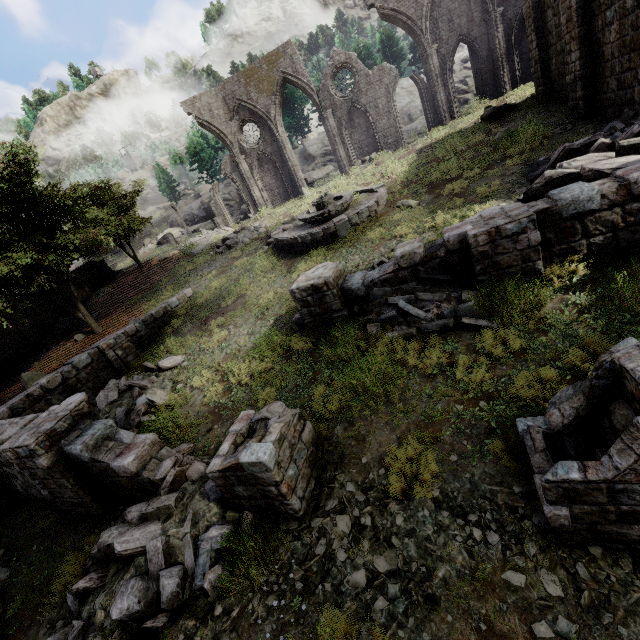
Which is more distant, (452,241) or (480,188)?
(480,188)

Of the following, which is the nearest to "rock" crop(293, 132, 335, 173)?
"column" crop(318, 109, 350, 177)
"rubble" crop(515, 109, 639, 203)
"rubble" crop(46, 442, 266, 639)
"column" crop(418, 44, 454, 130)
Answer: "column" crop(418, 44, 454, 130)

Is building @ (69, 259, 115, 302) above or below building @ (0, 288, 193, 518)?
above

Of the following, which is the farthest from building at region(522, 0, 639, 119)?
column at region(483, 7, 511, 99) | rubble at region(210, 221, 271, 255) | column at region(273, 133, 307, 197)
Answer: column at region(273, 133, 307, 197)

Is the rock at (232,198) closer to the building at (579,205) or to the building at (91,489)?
the building at (579,205)

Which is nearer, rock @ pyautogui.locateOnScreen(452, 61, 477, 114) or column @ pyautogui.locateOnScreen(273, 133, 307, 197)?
column @ pyautogui.locateOnScreen(273, 133, 307, 197)

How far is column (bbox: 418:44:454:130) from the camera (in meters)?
21.73

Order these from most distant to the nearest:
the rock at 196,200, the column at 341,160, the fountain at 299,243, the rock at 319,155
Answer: the rock at 196,200 < the rock at 319,155 < the column at 341,160 < the fountain at 299,243
